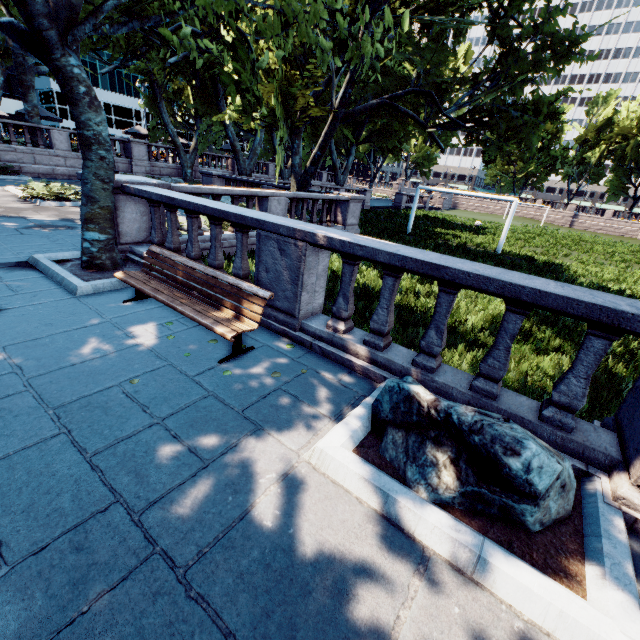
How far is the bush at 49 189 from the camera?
12.7 meters

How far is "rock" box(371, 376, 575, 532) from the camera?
2.2m

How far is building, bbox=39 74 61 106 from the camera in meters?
58.2

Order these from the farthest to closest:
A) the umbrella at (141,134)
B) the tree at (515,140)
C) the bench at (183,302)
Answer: the umbrella at (141,134)
the tree at (515,140)
the bench at (183,302)

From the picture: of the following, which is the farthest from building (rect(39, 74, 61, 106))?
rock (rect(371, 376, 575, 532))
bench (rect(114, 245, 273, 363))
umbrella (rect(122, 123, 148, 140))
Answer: rock (rect(371, 376, 575, 532))

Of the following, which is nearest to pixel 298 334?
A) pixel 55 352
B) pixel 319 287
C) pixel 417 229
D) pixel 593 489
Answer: pixel 319 287

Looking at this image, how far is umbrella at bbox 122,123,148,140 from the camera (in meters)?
28.66

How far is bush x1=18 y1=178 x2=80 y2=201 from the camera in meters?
12.7
